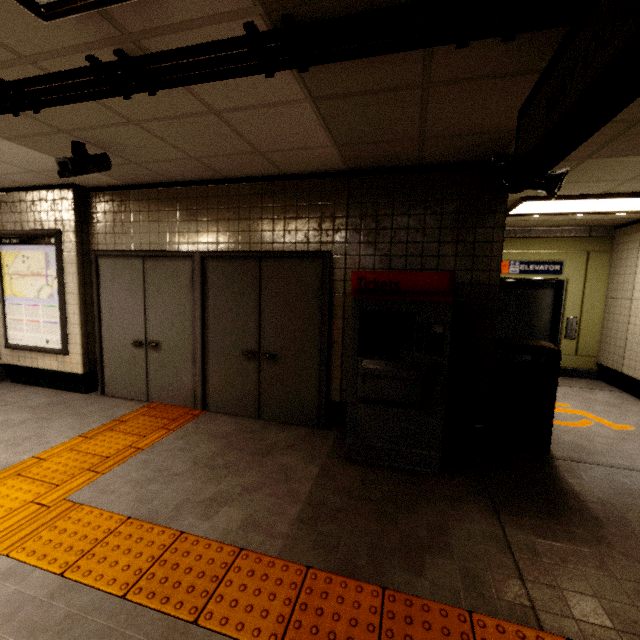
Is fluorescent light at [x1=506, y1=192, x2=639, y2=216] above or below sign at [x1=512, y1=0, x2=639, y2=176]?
above

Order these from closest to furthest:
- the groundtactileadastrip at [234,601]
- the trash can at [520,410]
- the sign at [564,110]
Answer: the sign at [564,110] < the groundtactileadastrip at [234,601] < the trash can at [520,410]

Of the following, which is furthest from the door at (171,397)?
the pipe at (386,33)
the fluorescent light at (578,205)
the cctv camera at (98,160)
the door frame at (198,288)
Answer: the fluorescent light at (578,205)

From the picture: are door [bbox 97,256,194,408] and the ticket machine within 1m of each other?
no

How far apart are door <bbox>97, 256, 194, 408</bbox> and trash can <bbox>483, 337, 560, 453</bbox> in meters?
3.7

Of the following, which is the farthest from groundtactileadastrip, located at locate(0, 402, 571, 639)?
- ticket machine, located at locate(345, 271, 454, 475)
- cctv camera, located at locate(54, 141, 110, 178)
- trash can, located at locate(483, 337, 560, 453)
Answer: cctv camera, located at locate(54, 141, 110, 178)

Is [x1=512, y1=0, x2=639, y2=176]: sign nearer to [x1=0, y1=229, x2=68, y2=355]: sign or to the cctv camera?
the cctv camera

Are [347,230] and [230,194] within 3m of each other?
yes
